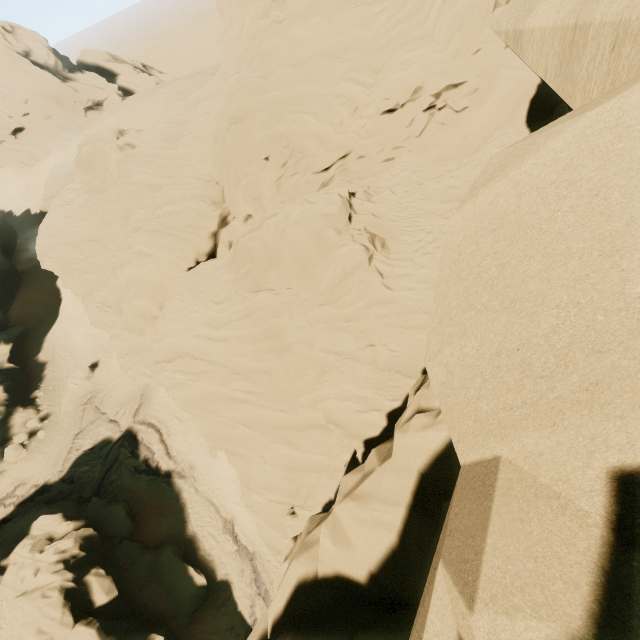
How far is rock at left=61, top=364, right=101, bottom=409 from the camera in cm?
3381

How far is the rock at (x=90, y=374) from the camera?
33.81m

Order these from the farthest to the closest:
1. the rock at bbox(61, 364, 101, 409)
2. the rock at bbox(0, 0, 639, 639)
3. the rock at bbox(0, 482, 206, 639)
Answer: the rock at bbox(61, 364, 101, 409) < the rock at bbox(0, 482, 206, 639) < the rock at bbox(0, 0, 639, 639)

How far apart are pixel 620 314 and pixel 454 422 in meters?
1.0

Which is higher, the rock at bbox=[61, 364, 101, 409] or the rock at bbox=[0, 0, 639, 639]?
the rock at bbox=[0, 0, 639, 639]

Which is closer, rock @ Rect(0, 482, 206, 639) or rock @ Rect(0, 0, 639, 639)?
rock @ Rect(0, 0, 639, 639)

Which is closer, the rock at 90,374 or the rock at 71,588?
the rock at 71,588
